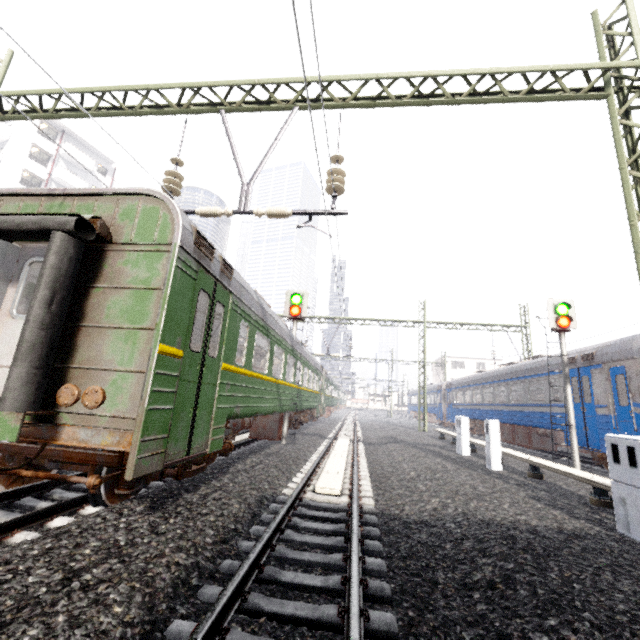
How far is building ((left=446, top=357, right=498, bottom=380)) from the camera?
53.88m

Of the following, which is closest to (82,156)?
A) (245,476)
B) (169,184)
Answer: (169,184)

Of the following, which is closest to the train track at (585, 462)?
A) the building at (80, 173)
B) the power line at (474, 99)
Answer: the power line at (474, 99)

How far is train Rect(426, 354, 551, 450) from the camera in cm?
1461

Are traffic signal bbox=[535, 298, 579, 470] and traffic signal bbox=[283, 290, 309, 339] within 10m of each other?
yes

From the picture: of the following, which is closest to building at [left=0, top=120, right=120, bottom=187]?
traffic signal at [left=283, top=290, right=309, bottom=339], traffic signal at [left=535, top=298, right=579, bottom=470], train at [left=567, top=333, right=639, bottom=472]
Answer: traffic signal at [left=283, top=290, right=309, bottom=339]

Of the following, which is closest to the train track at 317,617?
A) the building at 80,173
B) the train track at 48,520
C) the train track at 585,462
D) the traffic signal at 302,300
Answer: the traffic signal at 302,300

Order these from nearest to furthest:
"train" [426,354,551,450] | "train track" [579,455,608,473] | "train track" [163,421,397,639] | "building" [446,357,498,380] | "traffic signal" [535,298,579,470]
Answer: "train track" [163,421,397,639], "traffic signal" [535,298,579,470], "train track" [579,455,608,473], "train" [426,354,551,450], "building" [446,357,498,380]
